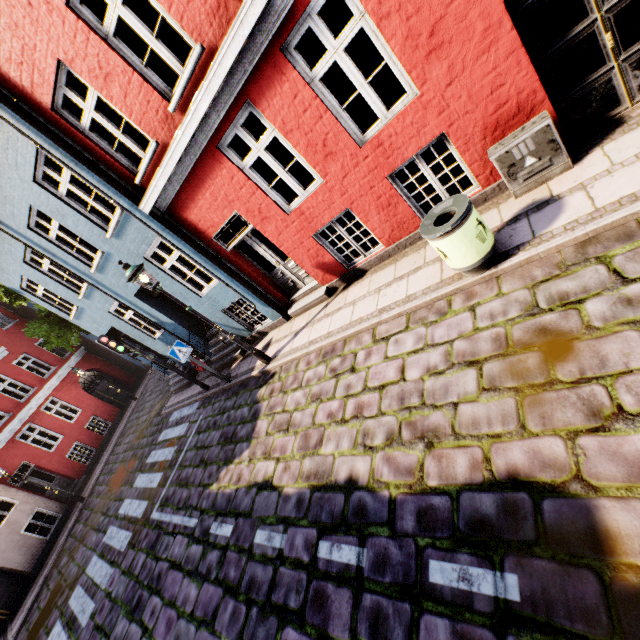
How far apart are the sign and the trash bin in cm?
698

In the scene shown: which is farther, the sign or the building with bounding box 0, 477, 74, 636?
the building with bounding box 0, 477, 74, 636

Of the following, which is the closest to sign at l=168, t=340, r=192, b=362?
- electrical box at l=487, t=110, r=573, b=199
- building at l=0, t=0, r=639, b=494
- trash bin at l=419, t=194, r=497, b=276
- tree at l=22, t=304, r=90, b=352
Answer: building at l=0, t=0, r=639, b=494

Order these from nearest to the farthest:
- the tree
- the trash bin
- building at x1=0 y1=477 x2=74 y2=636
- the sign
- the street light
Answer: the trash bin < the street light < the sign < building at x1=0 y1=477 x2=74 y2=636 < the tree

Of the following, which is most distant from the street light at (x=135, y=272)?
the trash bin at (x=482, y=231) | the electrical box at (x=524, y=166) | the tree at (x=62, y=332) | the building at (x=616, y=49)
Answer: the tree at (x=62, y=332)

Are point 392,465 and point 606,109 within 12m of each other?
yes

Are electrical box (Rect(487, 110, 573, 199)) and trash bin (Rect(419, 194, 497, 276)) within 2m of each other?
yes

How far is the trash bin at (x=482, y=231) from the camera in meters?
4.1 m
